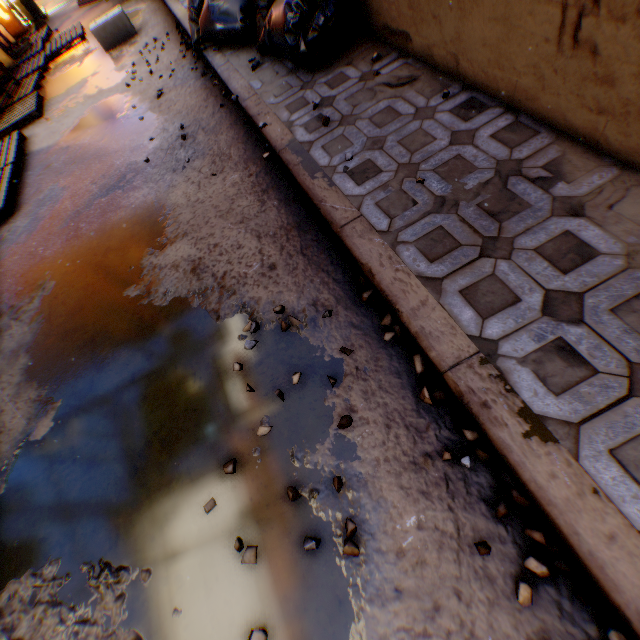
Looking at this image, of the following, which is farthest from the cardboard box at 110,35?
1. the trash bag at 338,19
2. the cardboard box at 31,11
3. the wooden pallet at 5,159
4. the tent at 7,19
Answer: the cardboard box at 31,11

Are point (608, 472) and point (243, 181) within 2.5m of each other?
no

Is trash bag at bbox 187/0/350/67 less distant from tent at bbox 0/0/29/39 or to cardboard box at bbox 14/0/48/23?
tent at bbox 0/0/29/39

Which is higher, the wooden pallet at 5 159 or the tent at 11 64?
the tent at 11 64

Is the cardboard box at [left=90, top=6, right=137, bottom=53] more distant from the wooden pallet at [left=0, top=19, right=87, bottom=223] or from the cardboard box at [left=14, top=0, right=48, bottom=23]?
the cardboard box at [left=14, top=0, right=48, bottom=23]

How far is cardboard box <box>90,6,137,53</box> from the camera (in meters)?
6.16

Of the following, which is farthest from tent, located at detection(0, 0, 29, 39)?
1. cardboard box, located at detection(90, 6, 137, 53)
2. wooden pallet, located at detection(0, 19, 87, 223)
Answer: cardboard box, located at detection(90, 6, 137, 53)

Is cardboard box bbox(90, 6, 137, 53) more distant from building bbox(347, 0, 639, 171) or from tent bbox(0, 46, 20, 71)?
building bbox(347, 0, 639, 171)
